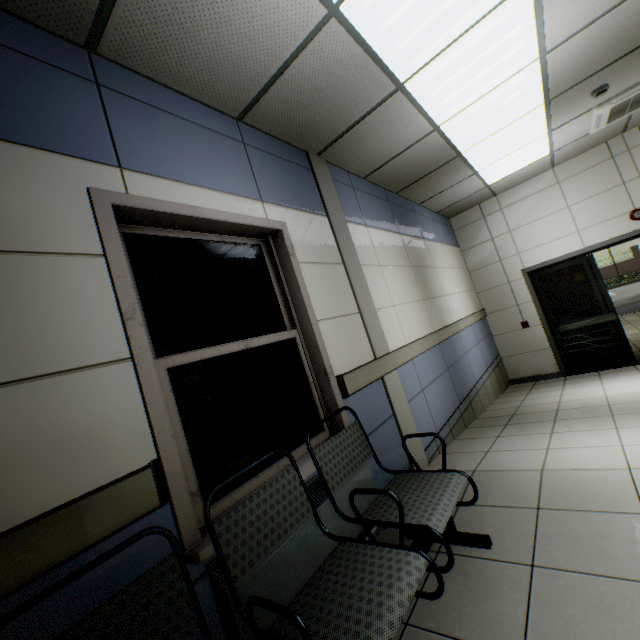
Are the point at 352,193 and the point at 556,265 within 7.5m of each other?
yes

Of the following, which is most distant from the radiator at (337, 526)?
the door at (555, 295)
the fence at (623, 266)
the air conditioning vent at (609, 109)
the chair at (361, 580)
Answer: the fence at (623, 266)

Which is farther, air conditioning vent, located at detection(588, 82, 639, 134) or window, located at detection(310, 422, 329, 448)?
air conditioning vent, located at detection(588, 82, 639, 134)

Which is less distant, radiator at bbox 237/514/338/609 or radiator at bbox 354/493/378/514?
radiator at bbox 237/514/338/609

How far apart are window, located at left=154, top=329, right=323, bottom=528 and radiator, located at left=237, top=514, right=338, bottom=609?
0.2m

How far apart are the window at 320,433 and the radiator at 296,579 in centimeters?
21cm

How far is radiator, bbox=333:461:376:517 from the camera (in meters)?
1.96

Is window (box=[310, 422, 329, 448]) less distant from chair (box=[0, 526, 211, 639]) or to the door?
chair (box=[0, 526, 211, 639])
